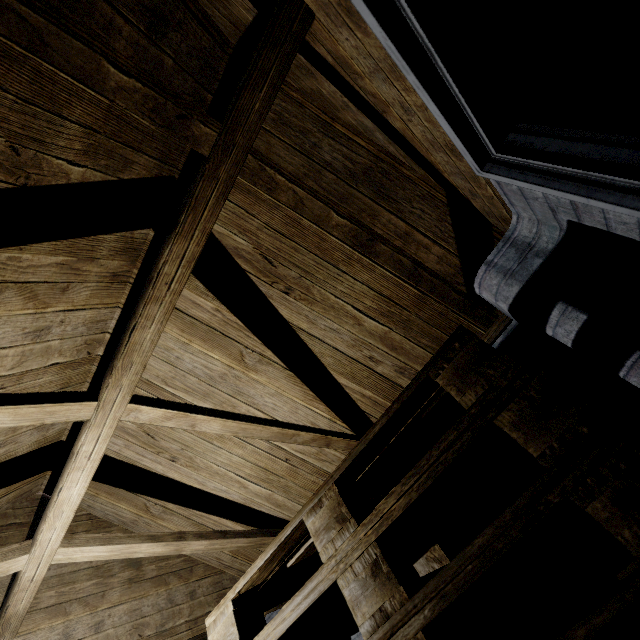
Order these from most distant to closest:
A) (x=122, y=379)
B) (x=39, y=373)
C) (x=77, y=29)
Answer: (x=39, y=373), (x=122, y=379), (x=77, y=29)

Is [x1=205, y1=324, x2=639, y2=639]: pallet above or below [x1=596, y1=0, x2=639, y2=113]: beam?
below

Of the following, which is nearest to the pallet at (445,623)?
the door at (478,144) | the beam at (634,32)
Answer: A: the door at (478,144)

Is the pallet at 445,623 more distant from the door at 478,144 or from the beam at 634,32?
the beam at 634,32

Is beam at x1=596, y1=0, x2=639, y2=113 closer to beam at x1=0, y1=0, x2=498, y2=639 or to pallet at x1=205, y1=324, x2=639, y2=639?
beam at x1=0, y1=0, x2=498, y2=639

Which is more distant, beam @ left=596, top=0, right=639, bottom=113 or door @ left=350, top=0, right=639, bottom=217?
beam @ left=596, top=0, right=639, bottom=113

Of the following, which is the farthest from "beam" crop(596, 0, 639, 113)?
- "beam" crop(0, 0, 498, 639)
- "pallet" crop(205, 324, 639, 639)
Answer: "pallet" crop(205, 324, 639, 639)

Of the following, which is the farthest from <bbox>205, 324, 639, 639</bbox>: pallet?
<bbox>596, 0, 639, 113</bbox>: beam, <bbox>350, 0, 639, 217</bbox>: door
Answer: <bbox>596, 0, 639, 113</bbox>: beam
